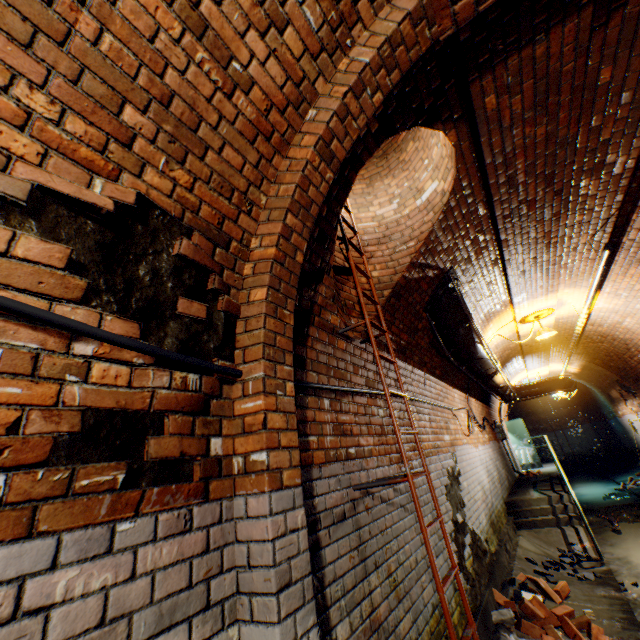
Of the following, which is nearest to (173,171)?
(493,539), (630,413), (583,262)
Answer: (583,262)

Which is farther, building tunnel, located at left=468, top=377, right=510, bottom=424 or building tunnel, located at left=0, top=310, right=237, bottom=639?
building tunnel, located at left=468, top=377, right=510, bottom=424

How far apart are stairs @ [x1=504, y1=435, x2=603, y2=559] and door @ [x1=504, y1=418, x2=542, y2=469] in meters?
7.7

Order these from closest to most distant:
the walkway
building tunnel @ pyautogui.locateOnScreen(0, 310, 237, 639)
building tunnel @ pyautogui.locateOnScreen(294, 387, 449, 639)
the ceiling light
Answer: building tunnel @ pyautogui.locateOnScreen(0, 310, 237, 639)
building tunnel @ pyautogui.locateOnScreen(294, 387, 449, 639)
the ceiling light
the walkway

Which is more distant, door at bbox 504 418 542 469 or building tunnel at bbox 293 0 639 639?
door at bbox 504 418 542 469

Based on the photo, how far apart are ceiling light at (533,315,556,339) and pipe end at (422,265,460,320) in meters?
3.5 m

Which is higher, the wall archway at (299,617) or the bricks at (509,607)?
the wall archway at (299,617)

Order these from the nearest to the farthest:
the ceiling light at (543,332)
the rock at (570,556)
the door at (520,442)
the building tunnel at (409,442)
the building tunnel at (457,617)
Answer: the building tunnel at (457,617)
the building tunnel at (409,442)
the rock at (570,556)
the ceiling light at (543,332)
the door at (520,442)
